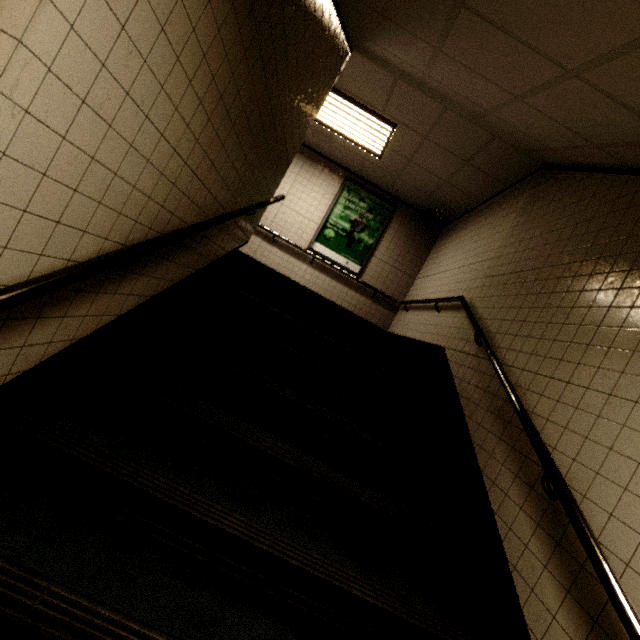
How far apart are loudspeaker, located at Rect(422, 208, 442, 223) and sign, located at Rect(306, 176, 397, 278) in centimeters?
69cm

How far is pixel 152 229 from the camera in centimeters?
189cm

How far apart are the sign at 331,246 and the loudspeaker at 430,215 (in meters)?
0.69

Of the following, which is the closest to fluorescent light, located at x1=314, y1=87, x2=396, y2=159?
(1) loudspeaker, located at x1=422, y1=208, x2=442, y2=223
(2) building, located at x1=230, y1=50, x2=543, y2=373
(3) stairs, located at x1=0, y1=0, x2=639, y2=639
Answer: (2) building, located at x1=230, y1=50, x2=543, y2=373

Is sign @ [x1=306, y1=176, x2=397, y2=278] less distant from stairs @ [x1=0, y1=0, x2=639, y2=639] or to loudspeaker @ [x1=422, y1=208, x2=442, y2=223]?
loudspeaker @ [x1=422, y1=208, x2=442, y2=223]

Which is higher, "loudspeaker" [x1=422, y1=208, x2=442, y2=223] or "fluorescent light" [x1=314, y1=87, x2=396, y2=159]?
"fluorescent light" [x1=314, y1=87, x2=396, y2=159]

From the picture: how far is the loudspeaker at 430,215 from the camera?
6.3m

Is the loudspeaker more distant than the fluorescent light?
Yes
